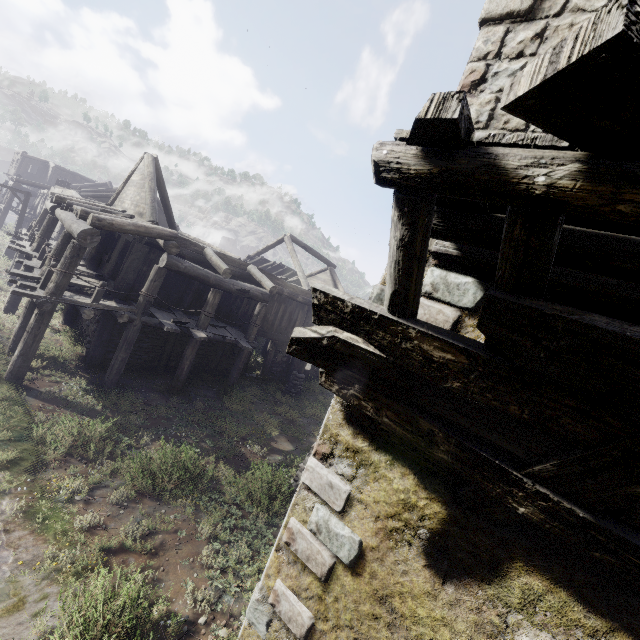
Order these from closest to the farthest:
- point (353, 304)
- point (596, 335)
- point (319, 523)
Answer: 1. point (596, 335)
2. point (353, 304)
3. point (319, 523)

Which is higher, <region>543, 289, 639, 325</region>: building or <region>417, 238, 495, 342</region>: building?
<region>543, 289, 639, 325</region>: building

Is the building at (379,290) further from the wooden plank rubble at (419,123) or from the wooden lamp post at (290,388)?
the wooden lamp post at (290,388)

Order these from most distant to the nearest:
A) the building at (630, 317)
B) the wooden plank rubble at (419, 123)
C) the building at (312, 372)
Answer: the building at (312, 372)
the building at (630, 317)
the wooden plank rubble at (419, 123)

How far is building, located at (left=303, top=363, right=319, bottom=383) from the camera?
19.5m

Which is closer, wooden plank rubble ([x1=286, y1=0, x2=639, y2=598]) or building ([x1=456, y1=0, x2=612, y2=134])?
wooden plank rubble ([x1=286, y1=0, x2=639, y2=598])

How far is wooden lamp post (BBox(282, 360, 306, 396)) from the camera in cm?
1712
